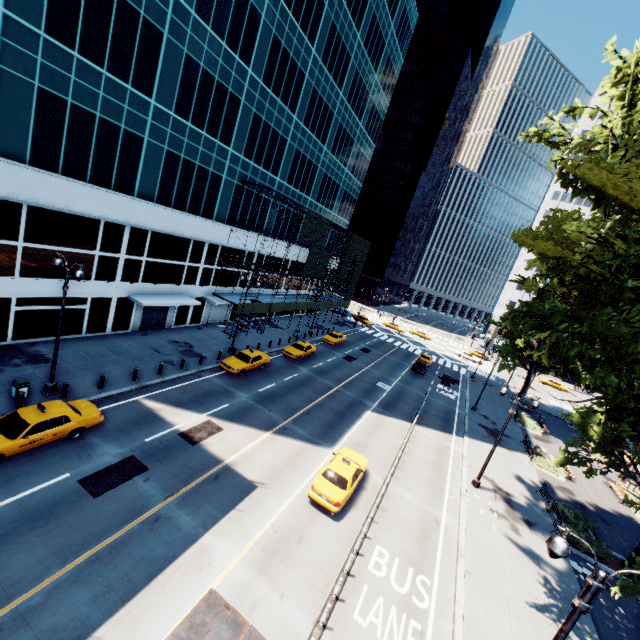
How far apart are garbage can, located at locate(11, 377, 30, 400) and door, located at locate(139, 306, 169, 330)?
12.01m

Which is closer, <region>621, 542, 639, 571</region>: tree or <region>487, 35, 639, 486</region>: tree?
<region>487, 35, 639, 486</region>: tree

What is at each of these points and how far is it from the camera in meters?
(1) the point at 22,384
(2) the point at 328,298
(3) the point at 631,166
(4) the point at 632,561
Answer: (1) garbage can, 16.1 m
(2) scaffolding, 57.5 m
(3) tree, 7.0 m
(4) tree, 18.6 m

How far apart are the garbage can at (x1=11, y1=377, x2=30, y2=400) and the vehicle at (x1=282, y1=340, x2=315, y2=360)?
20.6 meters

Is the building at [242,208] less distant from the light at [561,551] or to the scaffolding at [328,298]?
the scaffolding at [328,298]

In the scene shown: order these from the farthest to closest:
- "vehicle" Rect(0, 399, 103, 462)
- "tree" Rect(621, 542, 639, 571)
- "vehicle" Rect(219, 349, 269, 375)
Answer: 1. "vehicle" Rect(219, 349, 269, 375)
2. "vehicle" Rect(0, 399, 103, 462)
3. "tree" Rect(621, 542, 639, 571)

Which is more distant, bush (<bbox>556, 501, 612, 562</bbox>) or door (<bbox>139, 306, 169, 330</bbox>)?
door (<bbox>139, 306, 169, 330</bbox>)

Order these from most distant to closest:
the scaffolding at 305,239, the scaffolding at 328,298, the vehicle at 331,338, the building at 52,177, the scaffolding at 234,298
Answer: the scaffolding at 328,298 → the vehicle at 331,338 → the scaffolding at 305,239 → the scaffolding at 234,298 → the building at 52,177
